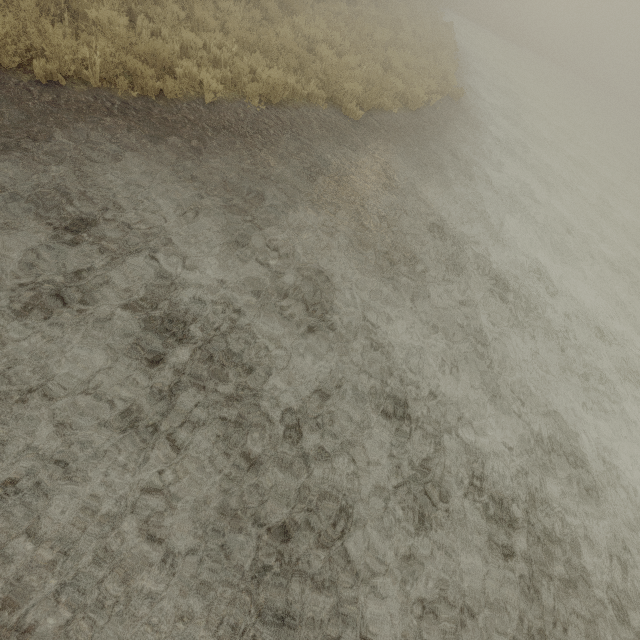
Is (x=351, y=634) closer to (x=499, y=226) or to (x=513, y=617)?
(x=513, y=617)
